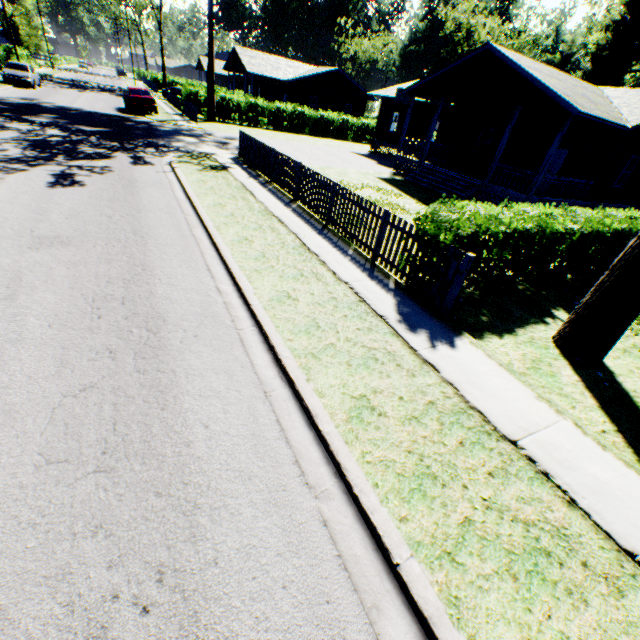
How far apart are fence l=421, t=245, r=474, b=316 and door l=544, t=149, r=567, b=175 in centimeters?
1780cm

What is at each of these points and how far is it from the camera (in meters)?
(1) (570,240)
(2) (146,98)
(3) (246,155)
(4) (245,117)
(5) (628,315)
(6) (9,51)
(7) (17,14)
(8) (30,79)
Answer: (1) hedge, 8.35
(2) car, 23.92
(3) fence, 15.52
(4) hedge, 31.50
(5) tree, 5.28
(6) hedge, 36.94
(7) tree, 43.56
(8) car, 26.14

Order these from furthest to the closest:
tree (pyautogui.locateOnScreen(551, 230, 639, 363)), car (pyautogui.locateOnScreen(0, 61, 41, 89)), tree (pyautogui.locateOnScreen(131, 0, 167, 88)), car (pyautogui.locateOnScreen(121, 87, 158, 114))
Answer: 1. tree (pyautogui.locateOnScreen(131, 0, 167, 88))
2. car (pyautogui.locateOnScreen(0, 61, 41, 89))
3. car (pyautogui.locateOnScreen(121, 87, 158, 114))
4. tree (pyautogui.locateOnScreen(551, 230, 639, 363))

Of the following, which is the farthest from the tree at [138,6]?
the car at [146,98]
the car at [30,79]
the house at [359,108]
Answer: the house at [359,108]

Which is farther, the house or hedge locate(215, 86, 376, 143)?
hedge locate(215, 86, 376, 143)

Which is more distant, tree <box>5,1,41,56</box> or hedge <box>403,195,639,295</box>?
tree <box>5,1,41,56</box>

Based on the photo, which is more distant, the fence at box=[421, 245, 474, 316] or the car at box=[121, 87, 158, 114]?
A: the car at box=[121, 87, 158, 114]

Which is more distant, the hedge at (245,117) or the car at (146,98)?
the hedge at (245,117)
